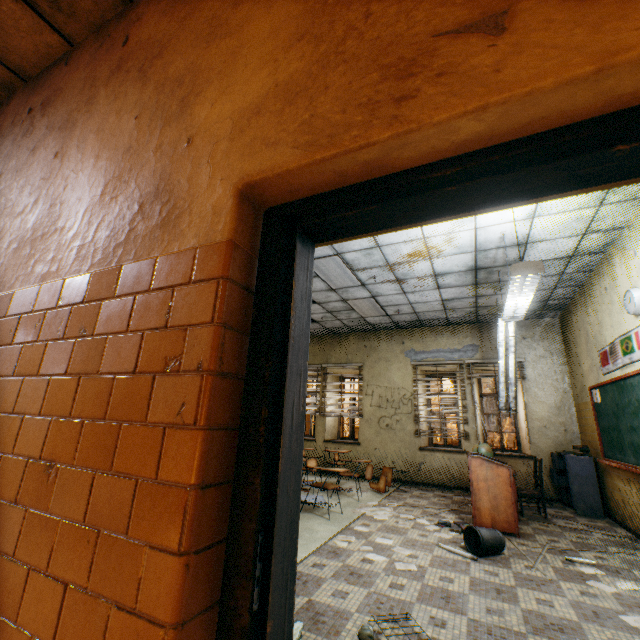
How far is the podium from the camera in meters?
4.5

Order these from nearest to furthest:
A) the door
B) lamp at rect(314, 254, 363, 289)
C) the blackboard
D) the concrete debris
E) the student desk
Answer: the door, the concrete debris, the blackboard, lamp at rect(314, 254, 363, 289), the student desk

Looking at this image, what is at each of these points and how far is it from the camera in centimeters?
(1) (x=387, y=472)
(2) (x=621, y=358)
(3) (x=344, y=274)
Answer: (1) student desk, 710cm
(2) banner, 453cm
(3) lamp, 590cm

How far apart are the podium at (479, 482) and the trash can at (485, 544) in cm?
66

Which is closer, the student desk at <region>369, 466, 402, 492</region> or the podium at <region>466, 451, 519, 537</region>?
the podium at <region>466, 451, 519, 537</region>

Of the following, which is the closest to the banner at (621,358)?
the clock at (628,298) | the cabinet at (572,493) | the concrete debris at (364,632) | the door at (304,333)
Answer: the clock at (628,298)

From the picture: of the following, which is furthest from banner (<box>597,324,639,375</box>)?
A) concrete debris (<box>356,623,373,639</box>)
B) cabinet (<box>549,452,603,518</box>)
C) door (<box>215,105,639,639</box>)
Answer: concrete debris (<box>356,623,373,639</box>)

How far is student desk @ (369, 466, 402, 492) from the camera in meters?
6.6 m
